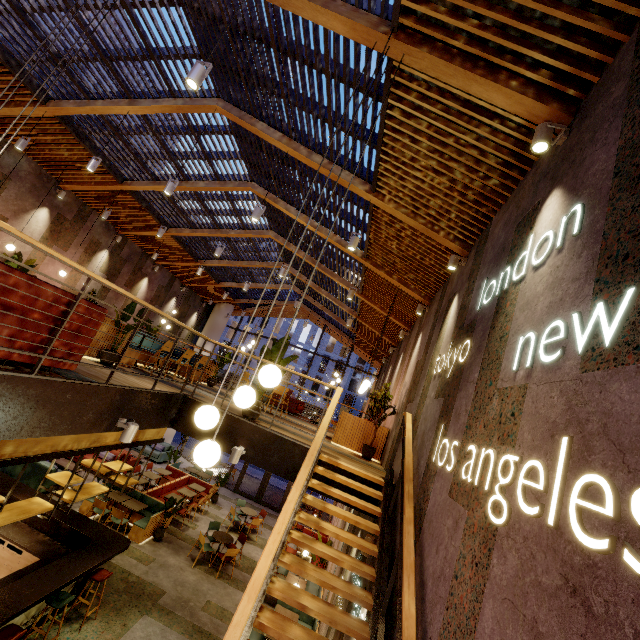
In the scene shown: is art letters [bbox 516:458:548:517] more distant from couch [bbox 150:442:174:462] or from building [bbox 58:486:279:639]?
couch [bbox 150:442:174:462]

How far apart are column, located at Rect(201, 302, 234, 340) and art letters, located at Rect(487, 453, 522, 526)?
19.41m

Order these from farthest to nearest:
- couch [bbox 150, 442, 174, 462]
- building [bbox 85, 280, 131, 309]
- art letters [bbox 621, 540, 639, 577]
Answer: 1. couch [bbox 150, 442, 174, 462]
2. building [bbox 85, 280, 131, 309]
3. art letters [bbox 621, 540, 639, 577]

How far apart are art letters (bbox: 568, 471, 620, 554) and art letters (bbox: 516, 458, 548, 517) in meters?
0.2 m

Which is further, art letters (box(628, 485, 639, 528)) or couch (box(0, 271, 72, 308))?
couch (box(0, 271, 72, 308))

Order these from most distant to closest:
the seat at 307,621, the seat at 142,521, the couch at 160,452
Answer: the couch at 160,452 < the seat at 142,521 < the seat at 307,621

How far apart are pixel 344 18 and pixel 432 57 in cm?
117

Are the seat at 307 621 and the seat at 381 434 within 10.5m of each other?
yes
